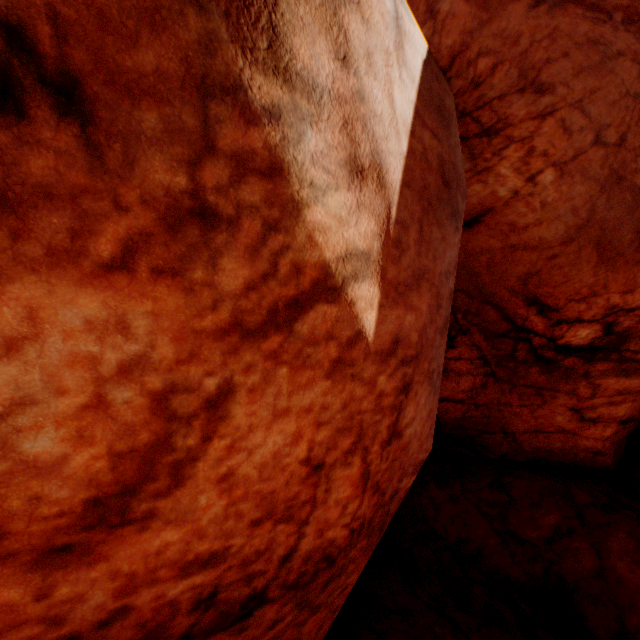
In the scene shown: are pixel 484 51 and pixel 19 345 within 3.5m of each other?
no
